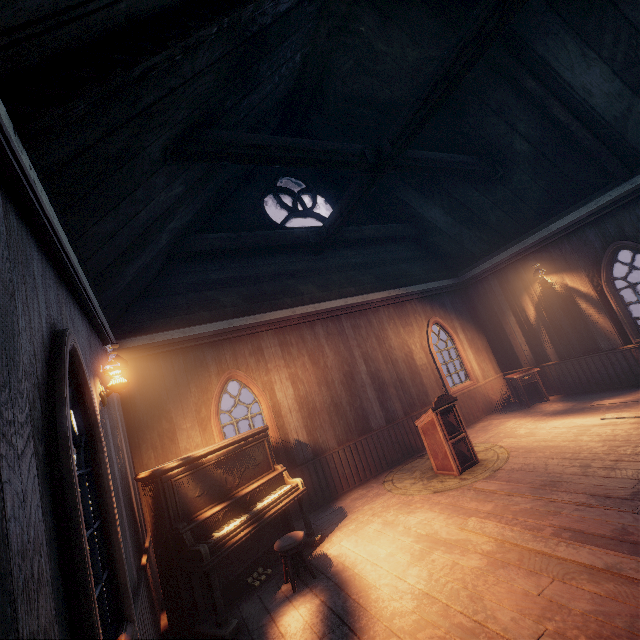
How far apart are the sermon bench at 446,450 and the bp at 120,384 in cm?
469

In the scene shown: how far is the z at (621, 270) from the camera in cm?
1864

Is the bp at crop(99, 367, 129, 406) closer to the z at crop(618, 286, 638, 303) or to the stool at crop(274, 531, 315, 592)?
the stool at crop(274, 531, 315, 592)

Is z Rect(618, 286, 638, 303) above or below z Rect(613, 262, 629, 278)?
below

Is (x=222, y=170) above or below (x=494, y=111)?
above

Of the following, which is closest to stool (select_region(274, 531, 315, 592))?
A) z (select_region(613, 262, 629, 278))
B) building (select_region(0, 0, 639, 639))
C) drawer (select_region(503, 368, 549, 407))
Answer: building (select_region(0, 0, 639, 639))

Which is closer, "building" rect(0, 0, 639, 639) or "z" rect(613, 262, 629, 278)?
"building" rect(0, 0, 639, 639)

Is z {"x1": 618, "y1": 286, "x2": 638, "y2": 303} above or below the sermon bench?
above
